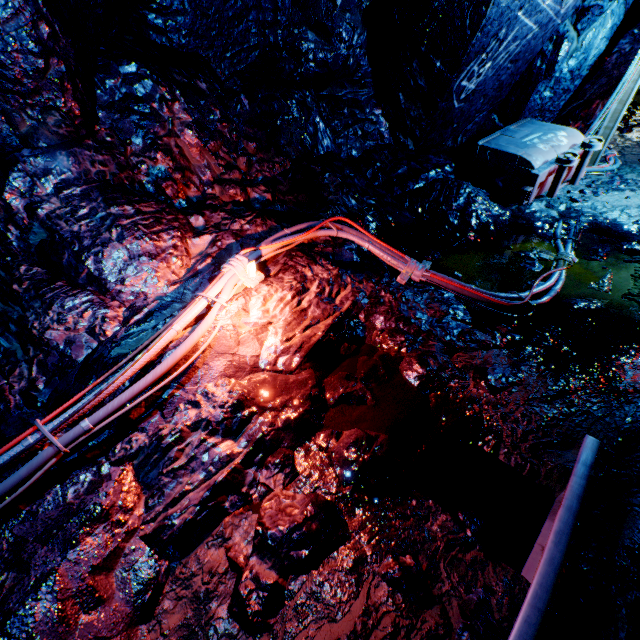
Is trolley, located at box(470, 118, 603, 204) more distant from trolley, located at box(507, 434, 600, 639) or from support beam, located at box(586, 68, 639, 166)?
trolley, located at box(507, 434, 600, 639)

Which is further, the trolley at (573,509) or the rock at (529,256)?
the rock at (529,256)

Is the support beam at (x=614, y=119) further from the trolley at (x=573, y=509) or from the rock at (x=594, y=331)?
the trolley at (x=573, y=509)

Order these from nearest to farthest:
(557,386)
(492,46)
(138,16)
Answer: (557,386) → (138,16) → (492,46)

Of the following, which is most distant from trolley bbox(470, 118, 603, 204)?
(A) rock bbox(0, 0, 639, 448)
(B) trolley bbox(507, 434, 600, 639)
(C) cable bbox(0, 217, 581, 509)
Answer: (B) trolley bbox(507, 434, 600, 639)

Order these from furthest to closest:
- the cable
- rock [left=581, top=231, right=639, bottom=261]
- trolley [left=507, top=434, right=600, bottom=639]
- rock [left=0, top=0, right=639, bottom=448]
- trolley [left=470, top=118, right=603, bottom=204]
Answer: trolley [left=470, top=118, right=603, bottom=204] → rock [left=581, top=231, right=639, bottom=261] → rock [left=0, top=0, right=639, bottom=448] → the cable → trolley [left=507, top=434, right=600, bottom=639]

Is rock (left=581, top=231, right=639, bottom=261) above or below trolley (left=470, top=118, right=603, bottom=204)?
below
